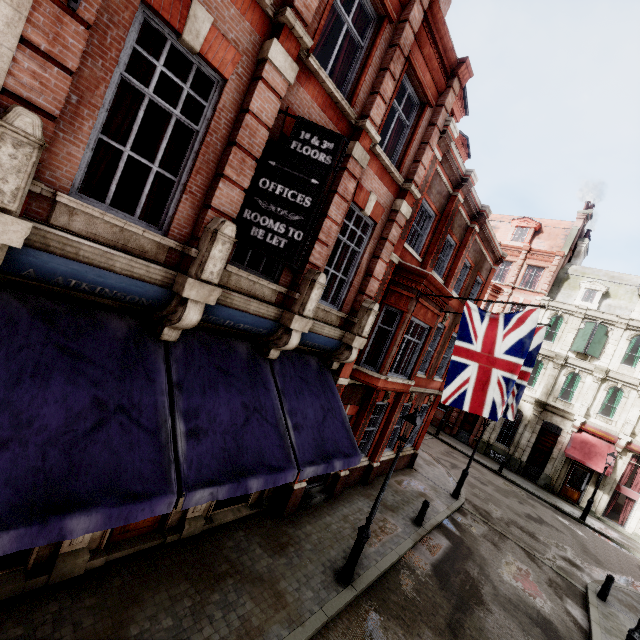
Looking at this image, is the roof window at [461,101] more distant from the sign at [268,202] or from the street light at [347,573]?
the street light at [347,573]

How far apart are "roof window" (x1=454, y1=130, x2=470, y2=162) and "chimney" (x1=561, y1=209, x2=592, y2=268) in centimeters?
2173cm

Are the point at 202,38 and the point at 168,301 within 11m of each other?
yes

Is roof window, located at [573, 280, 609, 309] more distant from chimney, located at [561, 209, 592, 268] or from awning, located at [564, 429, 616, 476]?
awning, located at [564, 429, 616, 476]

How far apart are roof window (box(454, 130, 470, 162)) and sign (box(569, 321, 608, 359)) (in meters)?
17.87

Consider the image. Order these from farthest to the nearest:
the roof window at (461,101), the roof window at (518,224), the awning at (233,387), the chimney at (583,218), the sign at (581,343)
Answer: the roof window at (518,224) → the chimney at (583,218) → the sign at (581,343) → the roof window at (461,101) → the awning at (233,387)

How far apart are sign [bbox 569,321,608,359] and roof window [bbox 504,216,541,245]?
8.1 meters

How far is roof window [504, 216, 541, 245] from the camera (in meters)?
29.56
